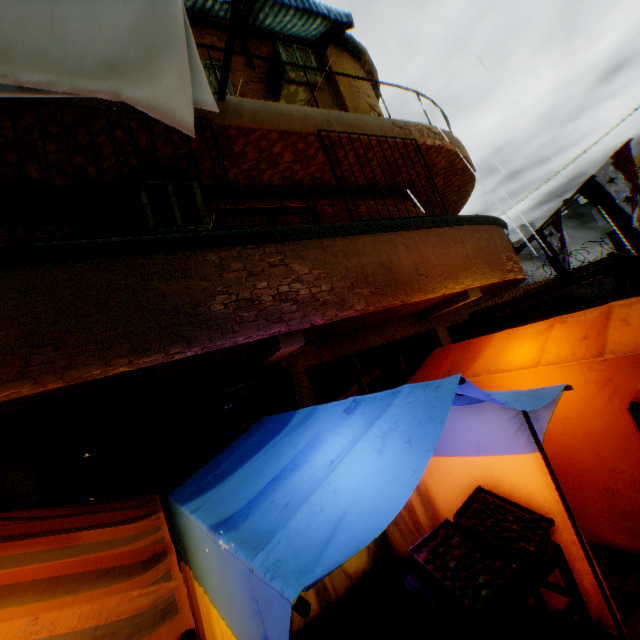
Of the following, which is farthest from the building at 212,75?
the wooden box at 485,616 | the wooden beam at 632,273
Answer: the wooden box at 485,616

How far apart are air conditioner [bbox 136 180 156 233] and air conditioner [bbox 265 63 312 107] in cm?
275

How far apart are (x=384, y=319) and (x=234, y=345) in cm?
318

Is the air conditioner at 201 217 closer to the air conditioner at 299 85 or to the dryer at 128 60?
the dryer at 128 60

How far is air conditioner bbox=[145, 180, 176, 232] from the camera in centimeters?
434cm

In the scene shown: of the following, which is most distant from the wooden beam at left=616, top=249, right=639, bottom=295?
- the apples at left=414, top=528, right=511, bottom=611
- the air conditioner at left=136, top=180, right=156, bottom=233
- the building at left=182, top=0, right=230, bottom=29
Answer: the air conditioner at left=136, top=180, right=156, bottom=233

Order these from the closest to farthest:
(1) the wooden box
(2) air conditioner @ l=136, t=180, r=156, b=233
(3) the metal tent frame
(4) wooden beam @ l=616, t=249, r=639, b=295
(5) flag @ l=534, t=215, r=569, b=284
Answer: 1. (3) the metal tent frame
2. (1) the wooden box
3. (2) air conditioner @ l=136, t=180, r=156, b=233
4. (5) flag @ l=534, t=215, r=569, b=284
5. (4) wooden beam @ l=616, t=249, r=639, b=295

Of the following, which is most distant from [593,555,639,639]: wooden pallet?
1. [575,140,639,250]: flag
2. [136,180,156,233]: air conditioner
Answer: [136,180,156,233]: air conditioner
